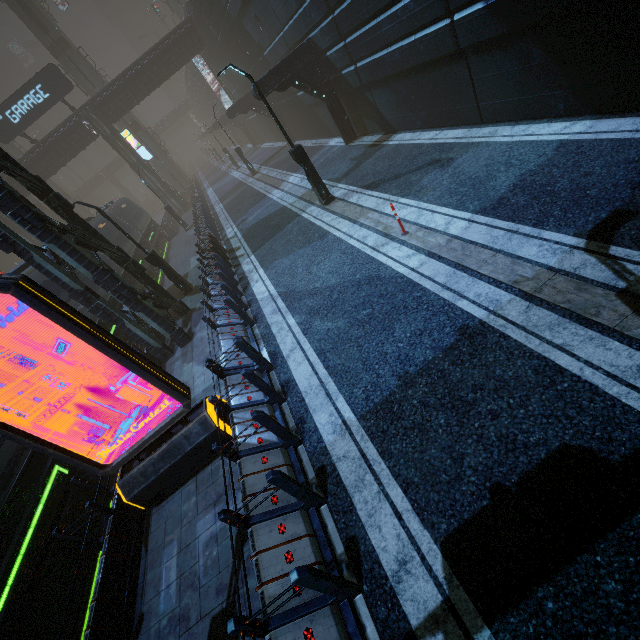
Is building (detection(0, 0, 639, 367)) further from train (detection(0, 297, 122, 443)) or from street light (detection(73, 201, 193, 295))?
street light (detection(73, 201, 193, 295))

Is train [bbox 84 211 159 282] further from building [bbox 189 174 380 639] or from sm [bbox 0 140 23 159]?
sm [bbox 0 140 23 159]

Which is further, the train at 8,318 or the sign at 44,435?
the train at 8,318

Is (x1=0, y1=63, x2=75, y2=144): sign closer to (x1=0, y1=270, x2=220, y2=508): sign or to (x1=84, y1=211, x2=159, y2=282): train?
(x1=84, y1=211, x2=159, y2=282): train

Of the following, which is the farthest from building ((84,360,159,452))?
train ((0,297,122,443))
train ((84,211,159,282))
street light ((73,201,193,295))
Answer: train ((84,211,159,282))

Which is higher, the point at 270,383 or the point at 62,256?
the point at 62,256

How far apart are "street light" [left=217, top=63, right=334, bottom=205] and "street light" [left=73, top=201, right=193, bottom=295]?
7.13m

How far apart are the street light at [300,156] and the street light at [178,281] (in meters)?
7.13
